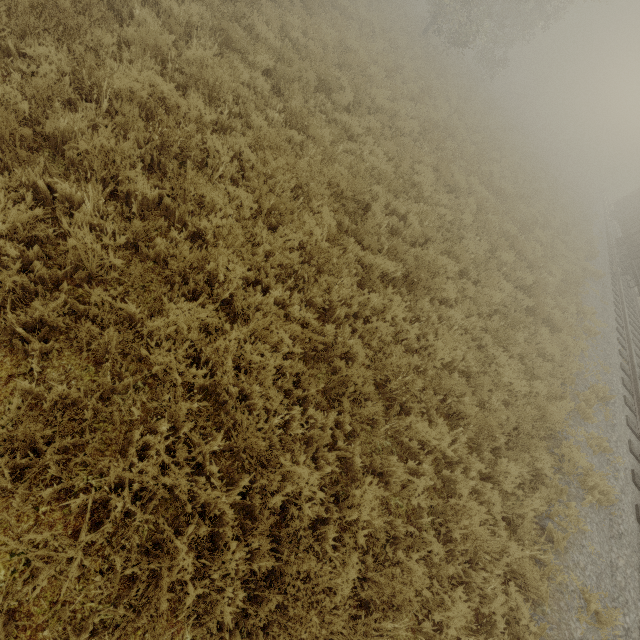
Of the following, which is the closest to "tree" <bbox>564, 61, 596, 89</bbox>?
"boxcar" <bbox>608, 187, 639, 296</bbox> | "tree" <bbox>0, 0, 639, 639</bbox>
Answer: "boxcar" <bbox>608, 187, 639, 296</bbox>

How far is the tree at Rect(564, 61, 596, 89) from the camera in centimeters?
5587cm

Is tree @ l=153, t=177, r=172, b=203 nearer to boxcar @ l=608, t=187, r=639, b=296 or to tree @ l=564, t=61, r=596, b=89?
boxcar @ l=608, t=187, r=639, b=296

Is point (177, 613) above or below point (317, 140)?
below

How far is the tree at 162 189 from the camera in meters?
4.0

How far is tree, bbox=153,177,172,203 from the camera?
4.0 meters

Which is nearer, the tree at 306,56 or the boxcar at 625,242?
the tree at 306,56
